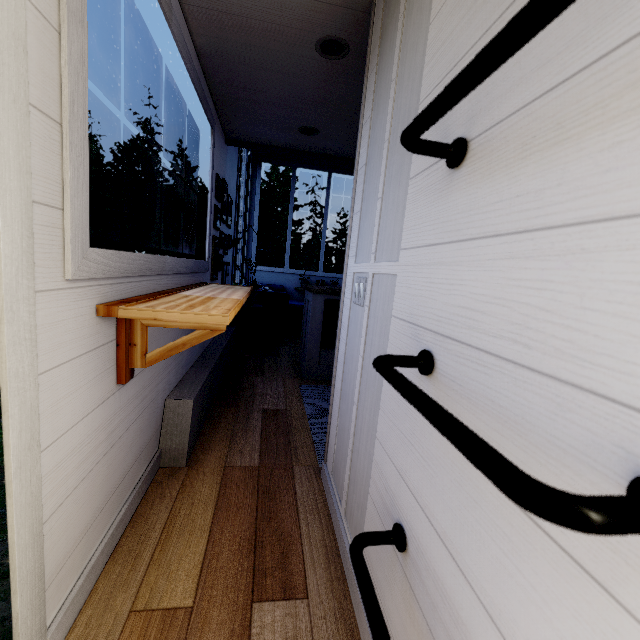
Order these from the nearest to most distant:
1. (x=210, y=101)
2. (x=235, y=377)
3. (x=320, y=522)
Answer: (x=320, y=522), (x=210, y=101), (x=235, y=377)

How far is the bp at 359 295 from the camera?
1.4 meters

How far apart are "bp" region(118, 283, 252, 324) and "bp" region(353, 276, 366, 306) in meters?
0.6 m

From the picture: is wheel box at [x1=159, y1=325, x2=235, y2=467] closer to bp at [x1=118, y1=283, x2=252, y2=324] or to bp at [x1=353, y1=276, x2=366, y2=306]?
bp at [x1=118, y1=283, x2=252, y2=324]

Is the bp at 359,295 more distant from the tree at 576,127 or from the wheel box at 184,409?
the wheel box at 184,409

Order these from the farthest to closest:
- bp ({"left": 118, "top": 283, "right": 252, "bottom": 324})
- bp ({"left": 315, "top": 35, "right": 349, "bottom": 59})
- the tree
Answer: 1. bp ({"left": 315, "top": 35, "right": 349, "bottom": 59})
2. bp ({"left": 118, "top": 283, "right": 252, "bottom": 324})
3. the tree

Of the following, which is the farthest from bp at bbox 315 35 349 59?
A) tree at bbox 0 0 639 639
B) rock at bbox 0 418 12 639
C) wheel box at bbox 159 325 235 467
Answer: rock at bbox 0 418 12 639

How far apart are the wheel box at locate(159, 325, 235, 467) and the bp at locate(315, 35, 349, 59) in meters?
2.3
